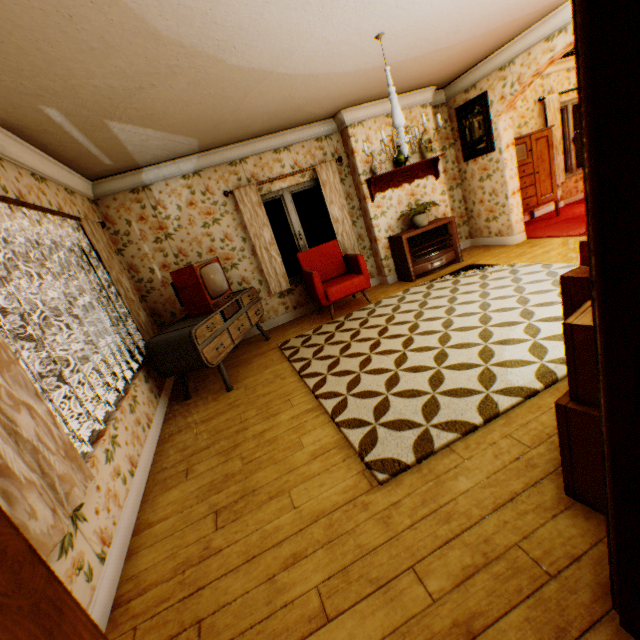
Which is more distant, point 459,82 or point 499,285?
point 459,82

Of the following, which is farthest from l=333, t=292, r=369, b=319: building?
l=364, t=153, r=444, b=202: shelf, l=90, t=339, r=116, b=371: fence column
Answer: l=90, t=339, r=116, b=371: fence column

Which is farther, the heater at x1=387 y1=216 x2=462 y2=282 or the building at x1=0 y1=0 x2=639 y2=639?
the heater at x1=387 y1=216 x2=462 y2=282

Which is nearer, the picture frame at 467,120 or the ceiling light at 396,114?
the ceiling light at 396,114

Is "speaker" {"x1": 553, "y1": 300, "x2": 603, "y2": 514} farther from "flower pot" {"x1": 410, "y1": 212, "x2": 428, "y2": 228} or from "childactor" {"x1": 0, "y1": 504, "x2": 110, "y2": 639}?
"flower pot" {"x1": 410, "y1": 212, "x2": 428, "y2": 228}

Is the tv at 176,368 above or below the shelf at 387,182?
below

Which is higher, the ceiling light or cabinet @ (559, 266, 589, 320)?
the ceiling light

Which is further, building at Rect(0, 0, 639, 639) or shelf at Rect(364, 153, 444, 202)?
shelf at Rect(364, 153, 444, 202)
